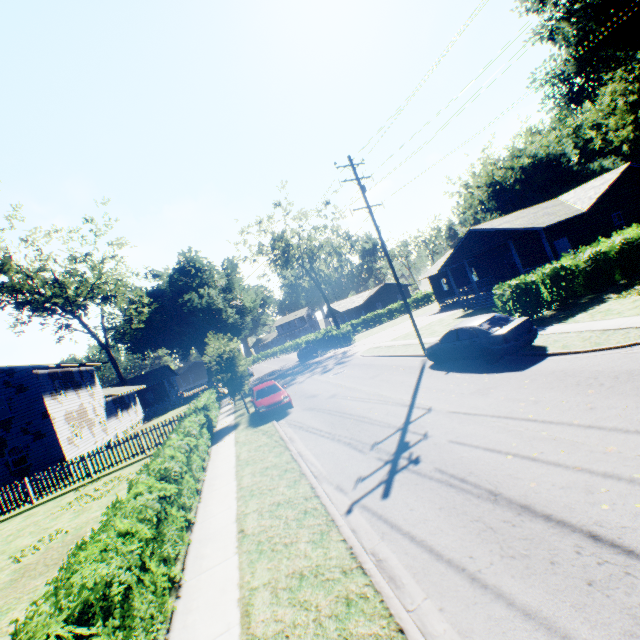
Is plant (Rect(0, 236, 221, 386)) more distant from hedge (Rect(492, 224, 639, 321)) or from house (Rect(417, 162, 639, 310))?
house (Rect(417, 162, 639, 310))

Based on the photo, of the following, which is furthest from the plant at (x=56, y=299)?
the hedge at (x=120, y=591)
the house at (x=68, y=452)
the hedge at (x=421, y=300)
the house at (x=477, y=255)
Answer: the hedge at (x=421, y=300)

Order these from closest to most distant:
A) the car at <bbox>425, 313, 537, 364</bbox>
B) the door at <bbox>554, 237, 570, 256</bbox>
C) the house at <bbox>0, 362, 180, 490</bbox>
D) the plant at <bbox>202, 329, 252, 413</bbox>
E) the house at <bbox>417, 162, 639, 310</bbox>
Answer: the car at <bbox>425, 313, 537, 364</bbox> → the plant at <bbox>202, 329, 252, 413</bbox> → the house at <bbox>0, 362, 180, 490</bbox> → the house at <bbox>417, 162, 639, 310</bbox> → the door at <bbox>554, 237, 570, 256</bbox>

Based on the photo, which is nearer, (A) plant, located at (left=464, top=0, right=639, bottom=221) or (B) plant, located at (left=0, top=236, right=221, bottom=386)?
(A) plant, located at (left=464, top=0, right=639, bottom=221)

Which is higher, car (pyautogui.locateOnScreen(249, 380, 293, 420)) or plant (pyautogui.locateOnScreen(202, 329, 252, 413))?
plant (pyautogui.locateOnScreen(202, 329, 252, 413))

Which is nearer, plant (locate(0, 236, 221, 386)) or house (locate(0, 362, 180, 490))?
house (locate(0, 362, 180, 490))

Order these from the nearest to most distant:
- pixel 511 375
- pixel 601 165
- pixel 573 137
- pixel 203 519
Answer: pixel 203 519, pixel 511 375, pixel 601 165, pixel 573 137

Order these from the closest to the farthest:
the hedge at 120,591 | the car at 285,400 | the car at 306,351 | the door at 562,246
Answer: the hedge at 120,591 < the car at 285,400 < the door at 562,246 < the car at 306,351
